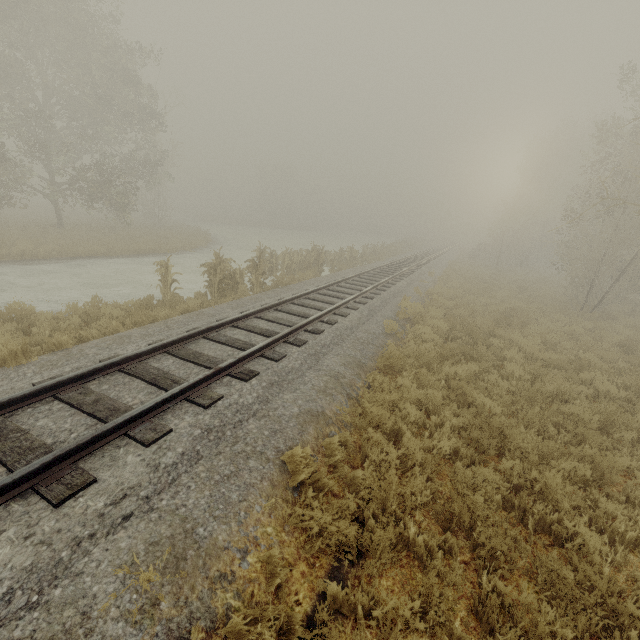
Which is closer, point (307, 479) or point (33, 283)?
point (307, 479)

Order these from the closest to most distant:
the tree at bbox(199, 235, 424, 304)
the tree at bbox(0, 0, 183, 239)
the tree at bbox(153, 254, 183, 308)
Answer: the tree at bbox(153, 254, 183, 308)
the tree at bbox(199, 235, 424, 304)
the tree at bbox(0, 0, 183, 239)

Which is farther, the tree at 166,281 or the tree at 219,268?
the tree at 219,268

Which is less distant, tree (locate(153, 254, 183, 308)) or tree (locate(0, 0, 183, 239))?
tree (locate(153, 254, 183, 308))

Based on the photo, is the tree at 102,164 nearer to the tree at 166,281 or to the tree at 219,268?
the tree at 219,268

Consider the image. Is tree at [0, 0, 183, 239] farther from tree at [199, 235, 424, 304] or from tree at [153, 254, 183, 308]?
tree at [153, 254, 183, 308]

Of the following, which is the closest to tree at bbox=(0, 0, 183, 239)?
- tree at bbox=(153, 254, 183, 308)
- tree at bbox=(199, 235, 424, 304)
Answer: tree at bbox=(199, 235, 424, 304)
